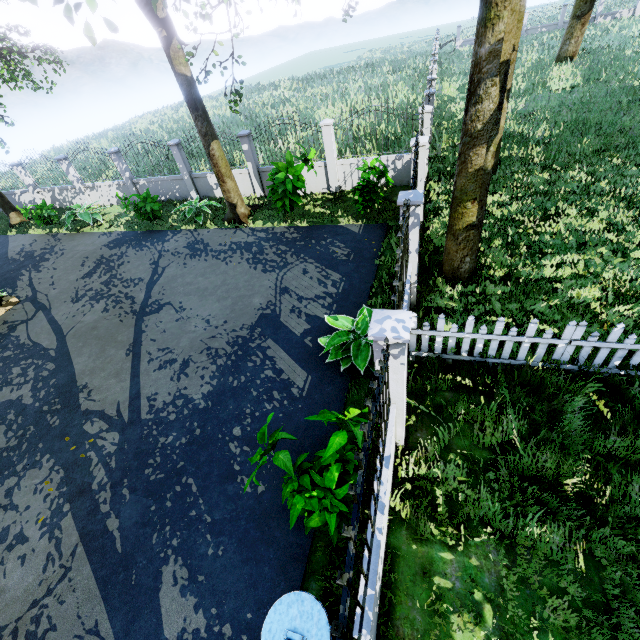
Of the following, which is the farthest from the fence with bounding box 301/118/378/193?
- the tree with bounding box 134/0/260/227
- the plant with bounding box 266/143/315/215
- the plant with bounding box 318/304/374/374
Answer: the plant with bounding box 266/143/315/215

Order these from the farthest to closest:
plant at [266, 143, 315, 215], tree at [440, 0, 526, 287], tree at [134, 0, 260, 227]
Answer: plant at [266, 143, 315, 215], tree at [134, 0, 260, 227], tree at [440, 0, 526, 287]

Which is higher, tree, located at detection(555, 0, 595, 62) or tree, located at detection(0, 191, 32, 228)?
tree, located at detection(555, 0, 595, 62)

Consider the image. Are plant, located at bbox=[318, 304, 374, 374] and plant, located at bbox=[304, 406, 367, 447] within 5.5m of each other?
yes

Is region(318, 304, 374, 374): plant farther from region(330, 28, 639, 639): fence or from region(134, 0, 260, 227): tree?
region(134, 0, 260, 227): tree

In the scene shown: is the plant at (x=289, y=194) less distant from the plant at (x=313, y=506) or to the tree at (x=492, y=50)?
the tree at (x=492, y=50)

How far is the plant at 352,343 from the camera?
5.77m

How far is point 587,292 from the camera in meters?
6.2 m
